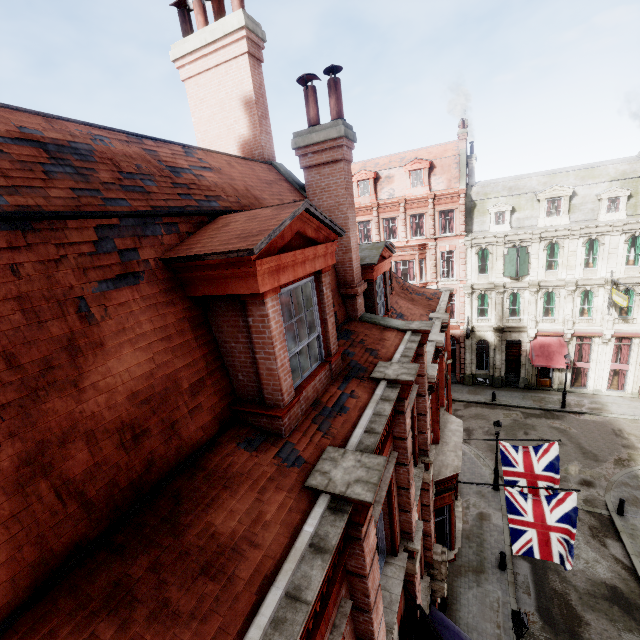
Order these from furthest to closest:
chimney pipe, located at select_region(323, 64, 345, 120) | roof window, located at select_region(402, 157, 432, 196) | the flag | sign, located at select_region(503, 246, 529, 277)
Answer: roof window, located at select_region(402, 157, 432, 196) → sign, located at select_region(503, 246, 529, 277) → the flag → chimney pipe, located at select_region(323, 64, 345, 120)

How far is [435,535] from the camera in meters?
10.4 m

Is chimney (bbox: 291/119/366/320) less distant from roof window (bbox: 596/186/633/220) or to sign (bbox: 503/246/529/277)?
sign (bbox: 503/246/529/277)

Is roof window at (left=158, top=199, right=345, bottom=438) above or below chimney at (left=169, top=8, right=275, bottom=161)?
below

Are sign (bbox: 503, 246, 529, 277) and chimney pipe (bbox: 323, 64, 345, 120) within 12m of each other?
no

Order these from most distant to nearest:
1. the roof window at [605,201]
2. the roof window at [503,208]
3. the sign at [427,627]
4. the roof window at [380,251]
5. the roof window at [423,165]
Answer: the roof window at [423,165] → the roof window at [503,208] → the roof window at [605,201] → the roof window at [380,251] → the sign at [427,627]

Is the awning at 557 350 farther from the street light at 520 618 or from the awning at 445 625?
the awning at 445 625

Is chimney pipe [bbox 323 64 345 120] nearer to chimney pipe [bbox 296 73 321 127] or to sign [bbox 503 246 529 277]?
chimney pipe [bbox 296 73 321 127]
